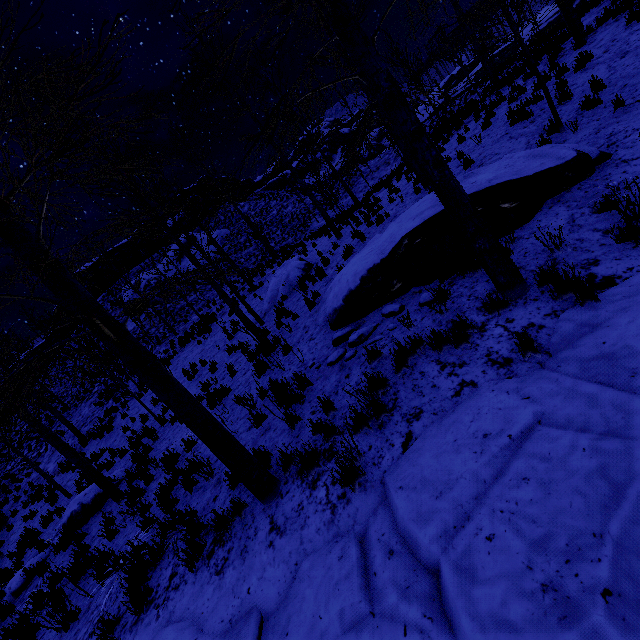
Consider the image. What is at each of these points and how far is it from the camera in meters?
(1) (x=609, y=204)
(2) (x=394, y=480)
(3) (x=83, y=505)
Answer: (1) instancedfoliageactor, 4.7 m
(2) rock, 3.4 m
(3) rock, 9.0 m

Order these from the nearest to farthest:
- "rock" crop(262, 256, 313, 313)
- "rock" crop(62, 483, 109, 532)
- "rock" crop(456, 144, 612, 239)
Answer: "rock" crop(456, 144, 612, 239) < "rock" crop(62, 483, 109, 532) < "rock" crop(262, 256, 313, 313)

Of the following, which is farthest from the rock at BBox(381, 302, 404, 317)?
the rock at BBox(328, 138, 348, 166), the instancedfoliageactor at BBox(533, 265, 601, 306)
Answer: the rock at BBox(328, 138, 348, 166)

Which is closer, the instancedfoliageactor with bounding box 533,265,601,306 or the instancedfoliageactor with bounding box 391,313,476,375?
the instancedfoliageactor with bounding box 533,265,601,306

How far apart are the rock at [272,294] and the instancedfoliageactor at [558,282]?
9.64m

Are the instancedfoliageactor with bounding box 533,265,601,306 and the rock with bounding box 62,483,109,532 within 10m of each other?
no

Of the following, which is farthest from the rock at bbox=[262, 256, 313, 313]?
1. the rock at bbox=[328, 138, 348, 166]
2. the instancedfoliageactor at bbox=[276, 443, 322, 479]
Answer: → the rock at bbox=[328, 138, 348, 166]

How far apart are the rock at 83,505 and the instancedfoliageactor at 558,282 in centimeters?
1156cm
